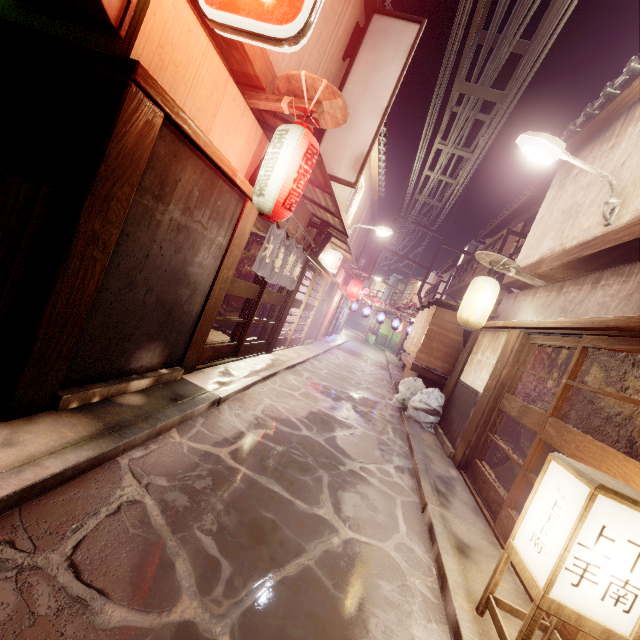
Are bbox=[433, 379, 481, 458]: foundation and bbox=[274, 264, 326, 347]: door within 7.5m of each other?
no

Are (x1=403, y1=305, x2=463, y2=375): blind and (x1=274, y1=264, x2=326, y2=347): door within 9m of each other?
yes

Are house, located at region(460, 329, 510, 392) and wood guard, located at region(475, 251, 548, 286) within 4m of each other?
yes

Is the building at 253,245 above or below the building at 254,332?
above

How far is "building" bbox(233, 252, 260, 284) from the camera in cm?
1633

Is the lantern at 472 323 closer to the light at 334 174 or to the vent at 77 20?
the light at 334 174

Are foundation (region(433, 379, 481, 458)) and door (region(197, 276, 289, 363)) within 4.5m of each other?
no

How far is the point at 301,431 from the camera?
9.4 meters
